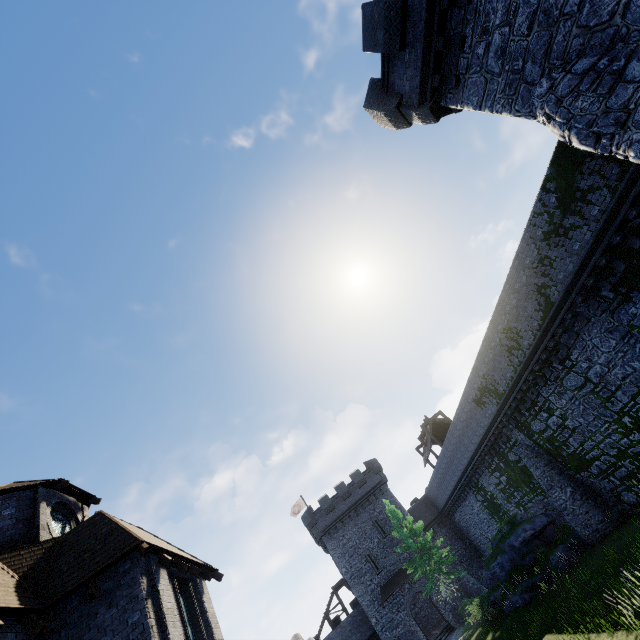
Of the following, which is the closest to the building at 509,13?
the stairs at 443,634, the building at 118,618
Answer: the building at 118,618

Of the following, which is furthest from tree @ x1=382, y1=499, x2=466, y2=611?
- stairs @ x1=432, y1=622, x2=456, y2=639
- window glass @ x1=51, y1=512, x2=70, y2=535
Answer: window glass @ x1=51, y1=512, x2=70, y2=535

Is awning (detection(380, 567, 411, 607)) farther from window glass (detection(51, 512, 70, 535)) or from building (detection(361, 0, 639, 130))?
building (detection(361, 0, 639, 130))

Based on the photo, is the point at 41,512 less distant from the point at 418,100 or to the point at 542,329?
the point at 418,100

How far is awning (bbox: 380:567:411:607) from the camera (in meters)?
32.97

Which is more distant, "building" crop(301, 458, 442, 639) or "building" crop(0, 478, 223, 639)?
"building" crop(301, 458, 442, 639)

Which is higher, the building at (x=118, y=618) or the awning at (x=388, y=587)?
the building at (x=118, y=618)

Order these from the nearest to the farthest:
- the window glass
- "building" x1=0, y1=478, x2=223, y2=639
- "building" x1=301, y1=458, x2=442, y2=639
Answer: "building" x1=0, y1=478, x2=223, y2=639 < the window glass < "building" x1=301, y1=458, x2=442, y2=639
